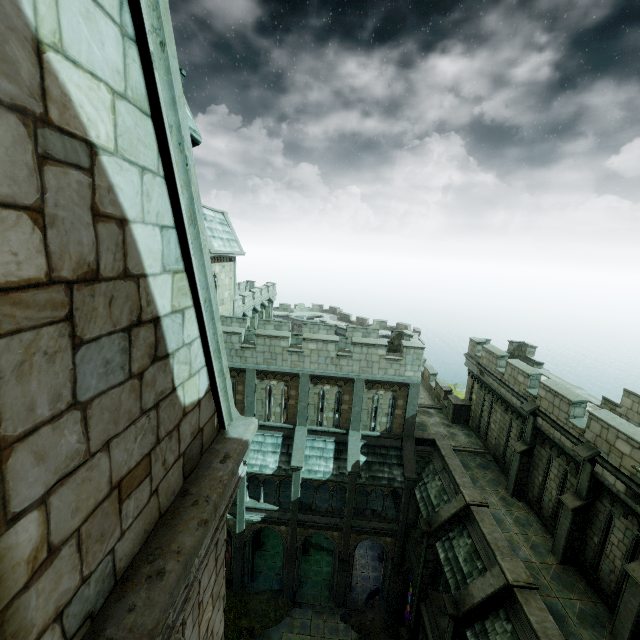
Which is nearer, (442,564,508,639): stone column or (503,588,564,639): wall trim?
(503,588,564,639): wall trim

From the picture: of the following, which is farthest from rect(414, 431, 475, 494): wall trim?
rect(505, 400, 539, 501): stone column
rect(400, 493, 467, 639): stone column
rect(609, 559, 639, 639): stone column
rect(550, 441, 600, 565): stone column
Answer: rect(609, 559, 639, 639): stone column

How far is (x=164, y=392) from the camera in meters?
2.5 m

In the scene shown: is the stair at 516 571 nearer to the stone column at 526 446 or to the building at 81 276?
the stone column at 526 446

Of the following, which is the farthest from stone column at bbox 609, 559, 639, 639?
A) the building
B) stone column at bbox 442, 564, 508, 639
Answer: the building

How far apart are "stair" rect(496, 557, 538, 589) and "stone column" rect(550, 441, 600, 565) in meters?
2.2

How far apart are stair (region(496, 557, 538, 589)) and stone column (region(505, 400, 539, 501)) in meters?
4.7 m

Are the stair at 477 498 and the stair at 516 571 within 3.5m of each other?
yes
